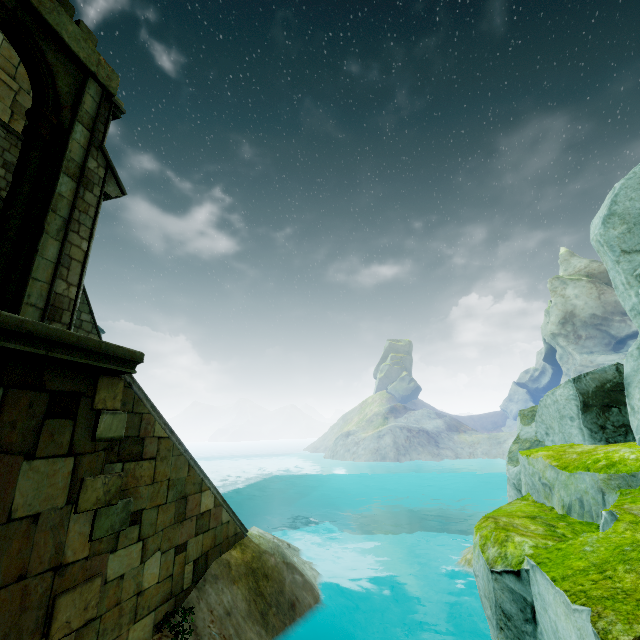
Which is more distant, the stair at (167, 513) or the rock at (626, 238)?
the stair at (167, 513)

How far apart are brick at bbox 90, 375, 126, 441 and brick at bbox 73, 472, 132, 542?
0.4 meters

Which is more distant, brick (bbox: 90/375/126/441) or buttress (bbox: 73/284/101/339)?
buttress (bbox: 73/284/101/339)

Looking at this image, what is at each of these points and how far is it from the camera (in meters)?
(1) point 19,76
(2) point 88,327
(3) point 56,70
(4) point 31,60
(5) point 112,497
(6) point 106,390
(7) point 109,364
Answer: (1) buttress, 9.95
(2) buttress, 11.22
(3) arch, 6.93
(4) archway, 6.56
(5) brick, 4.54
(6) brick, 4.70
(7) trim, 4.46

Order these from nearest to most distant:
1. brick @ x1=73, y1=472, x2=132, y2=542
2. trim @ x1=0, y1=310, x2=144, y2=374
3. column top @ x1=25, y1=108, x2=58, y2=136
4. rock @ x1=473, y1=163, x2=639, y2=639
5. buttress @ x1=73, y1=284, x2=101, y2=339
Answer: rock @ x1=473, y1=163, x2=639, y2=639
trim @ x1=0, y1=310, x2=144, y2=374
brick @ x1=73, y1=472, x2=132, y2=542
column top @ x1=25, y1=108, x2=58, y2=136
buttress @ x1=73, y1=284, x2=101, y2=339

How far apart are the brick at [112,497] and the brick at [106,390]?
0.4m

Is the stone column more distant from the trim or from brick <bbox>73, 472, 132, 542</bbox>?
brick <bbox>73, 472, 132, 542</bbox>
